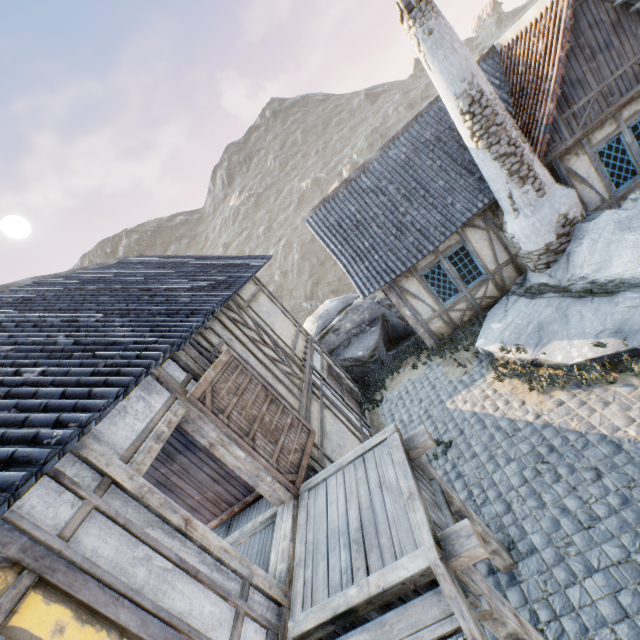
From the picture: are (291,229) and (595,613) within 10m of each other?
no

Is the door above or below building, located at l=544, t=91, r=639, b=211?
above

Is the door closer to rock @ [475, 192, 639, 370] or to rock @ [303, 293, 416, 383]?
rock @ [475, 192, 639, 370]

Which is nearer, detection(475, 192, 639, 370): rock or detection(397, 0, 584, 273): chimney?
detection(475, 192, 639, 370): rock

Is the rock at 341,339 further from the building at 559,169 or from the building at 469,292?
the building at 559,169

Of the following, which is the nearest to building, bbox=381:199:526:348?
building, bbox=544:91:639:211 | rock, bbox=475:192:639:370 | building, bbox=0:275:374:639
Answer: rock, bbox=475:192:639:370

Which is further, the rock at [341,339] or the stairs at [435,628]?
the rock at [341,339]

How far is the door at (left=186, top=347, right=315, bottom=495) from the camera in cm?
444
